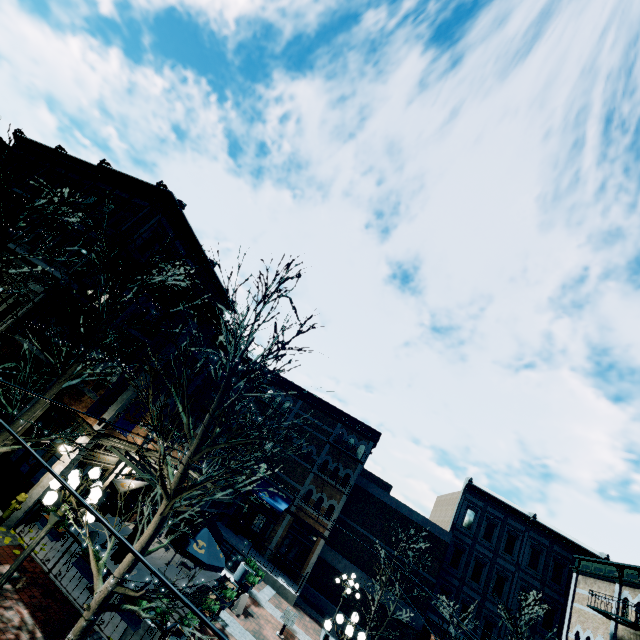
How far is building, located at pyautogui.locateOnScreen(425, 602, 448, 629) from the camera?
22.80m

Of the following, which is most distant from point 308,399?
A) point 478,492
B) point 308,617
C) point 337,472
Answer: point 478,492

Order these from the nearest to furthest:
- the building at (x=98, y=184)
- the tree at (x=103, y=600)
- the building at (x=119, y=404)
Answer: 1. the tree at (x=103, y=600)
2. the building at (x=119, y=404)
3. the building at (x=98, y=184)

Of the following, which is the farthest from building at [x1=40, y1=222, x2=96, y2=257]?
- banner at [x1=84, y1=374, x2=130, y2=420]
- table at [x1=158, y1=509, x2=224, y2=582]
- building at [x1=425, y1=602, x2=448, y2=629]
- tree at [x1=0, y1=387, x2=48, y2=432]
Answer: building at [x1=425, y1=602, x2=448, y2=629]

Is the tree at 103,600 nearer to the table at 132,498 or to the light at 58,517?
the light at 58,517

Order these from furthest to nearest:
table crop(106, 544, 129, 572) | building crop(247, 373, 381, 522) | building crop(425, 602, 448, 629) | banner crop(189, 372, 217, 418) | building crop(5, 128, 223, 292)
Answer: building crop(247, 373, 381, 522) → building crop(425, 602, 448, 629) → building crop(5, 128, 223, 292) → banner crop(189, 372, 217, 418) → table crop(106, 544, 129, 572)

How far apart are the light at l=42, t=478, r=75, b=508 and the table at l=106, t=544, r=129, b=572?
3.8 meters

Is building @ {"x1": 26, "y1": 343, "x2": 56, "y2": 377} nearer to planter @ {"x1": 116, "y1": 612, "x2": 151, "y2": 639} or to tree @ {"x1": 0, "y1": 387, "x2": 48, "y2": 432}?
tree @ {"x1": 0, "y1": 387, "x2": 48, "y2": 432}
